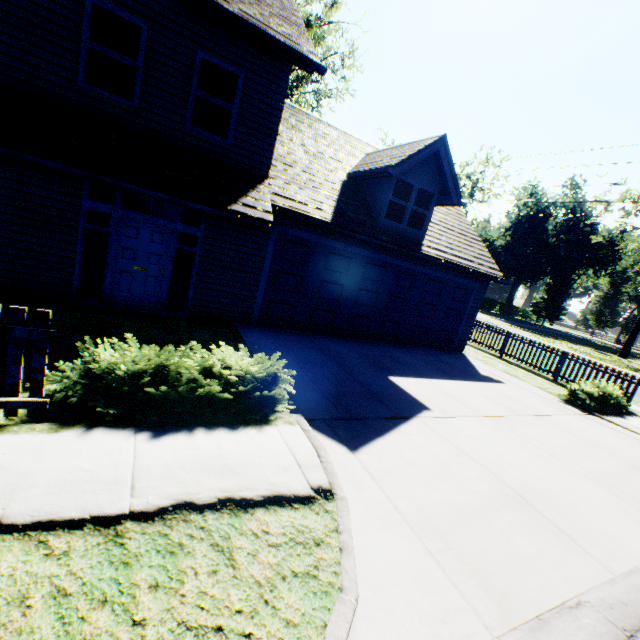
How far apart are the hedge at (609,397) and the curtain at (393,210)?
7.8 meters

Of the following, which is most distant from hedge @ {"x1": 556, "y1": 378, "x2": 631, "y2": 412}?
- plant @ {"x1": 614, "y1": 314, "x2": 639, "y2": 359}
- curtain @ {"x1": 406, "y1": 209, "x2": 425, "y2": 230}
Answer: plant @ {"x1": 614, "y1": 314, "x2": 639, "y2": 359}

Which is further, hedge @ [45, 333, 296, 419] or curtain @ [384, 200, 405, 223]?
curtain @ [384, 200, 405, 223]

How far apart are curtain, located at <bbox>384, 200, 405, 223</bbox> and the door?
6.5 meters

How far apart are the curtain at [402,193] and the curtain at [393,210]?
0.11m

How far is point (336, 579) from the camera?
2.60m

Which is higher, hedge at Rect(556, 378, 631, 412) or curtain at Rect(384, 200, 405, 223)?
curtain at Rect(384, 200, 405, 223)

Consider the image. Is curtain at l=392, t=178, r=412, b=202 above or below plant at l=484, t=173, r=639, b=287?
below
